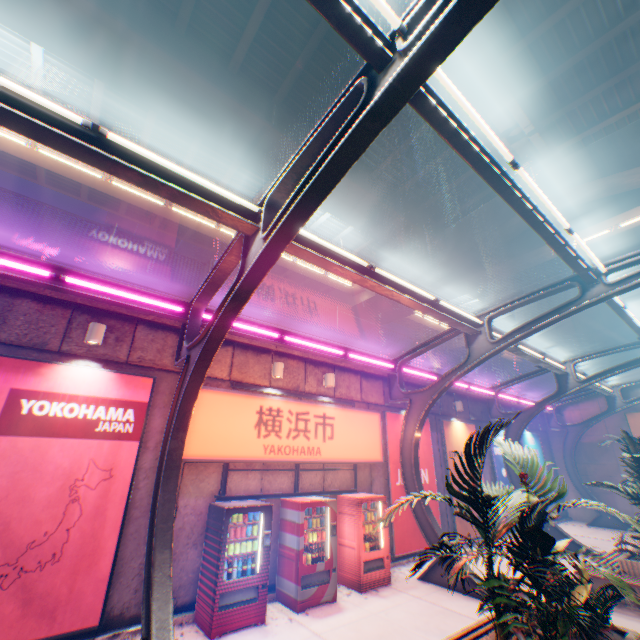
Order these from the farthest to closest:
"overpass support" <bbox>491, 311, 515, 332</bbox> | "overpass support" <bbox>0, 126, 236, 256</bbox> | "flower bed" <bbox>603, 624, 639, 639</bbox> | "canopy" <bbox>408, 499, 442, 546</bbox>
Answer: "overpass support" <bbox>491, 311, 515, 332</bbox>
"overpass support" <bbox>0, 126, 236, 256</bbox>
"canopy" <bbox>408, 499, 442, 546</bbox>
"flower bed" <bbox>603, 624, 639, 639</bbox>

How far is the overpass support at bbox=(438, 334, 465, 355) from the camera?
30.6m

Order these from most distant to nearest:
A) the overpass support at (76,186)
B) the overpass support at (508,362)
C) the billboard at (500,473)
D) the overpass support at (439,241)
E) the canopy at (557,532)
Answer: the overpass support at (508,362) → the billboard at (500,473) → the overpass support at (439,241) → the overpass support at (76,186) → the canopy at (557,532)

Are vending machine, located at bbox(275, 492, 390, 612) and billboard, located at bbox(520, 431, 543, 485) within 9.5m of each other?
no

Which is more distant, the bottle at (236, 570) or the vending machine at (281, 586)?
the vending machine at (281, 586)

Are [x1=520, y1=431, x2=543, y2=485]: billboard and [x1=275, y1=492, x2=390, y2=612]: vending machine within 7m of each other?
no

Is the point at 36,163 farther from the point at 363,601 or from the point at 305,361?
the point at 363,601

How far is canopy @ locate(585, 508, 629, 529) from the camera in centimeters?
1583cm
